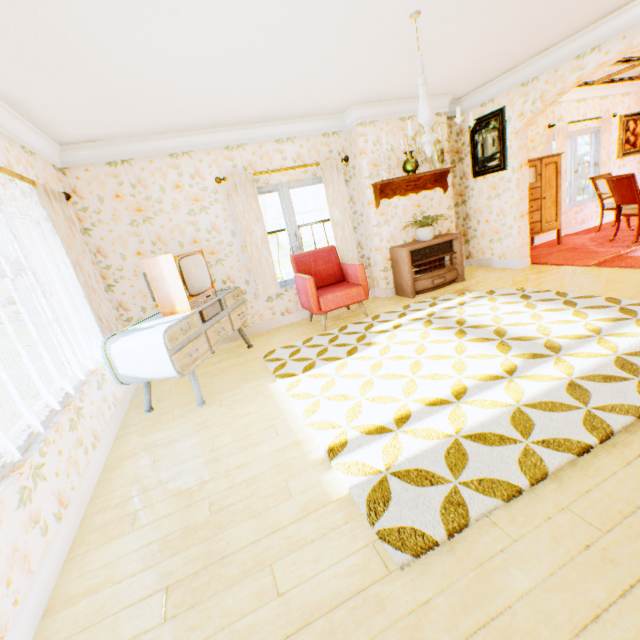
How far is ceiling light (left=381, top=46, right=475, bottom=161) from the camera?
3.0 meters

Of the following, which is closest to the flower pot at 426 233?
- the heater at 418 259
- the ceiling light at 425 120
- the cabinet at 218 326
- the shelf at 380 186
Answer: the heater at 418 259

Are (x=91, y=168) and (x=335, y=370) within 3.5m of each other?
no

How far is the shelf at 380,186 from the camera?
5.4m

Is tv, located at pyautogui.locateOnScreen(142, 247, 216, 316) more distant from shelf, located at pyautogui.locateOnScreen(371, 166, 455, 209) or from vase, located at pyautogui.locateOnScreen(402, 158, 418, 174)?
vase, located at pyautogui.locateOnScreen(402, 158, 418, 174)

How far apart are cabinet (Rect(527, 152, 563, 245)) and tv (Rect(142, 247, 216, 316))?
5.9 meters

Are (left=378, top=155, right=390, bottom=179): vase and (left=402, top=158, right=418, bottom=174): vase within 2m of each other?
yes

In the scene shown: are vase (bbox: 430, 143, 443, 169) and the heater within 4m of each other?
yes
